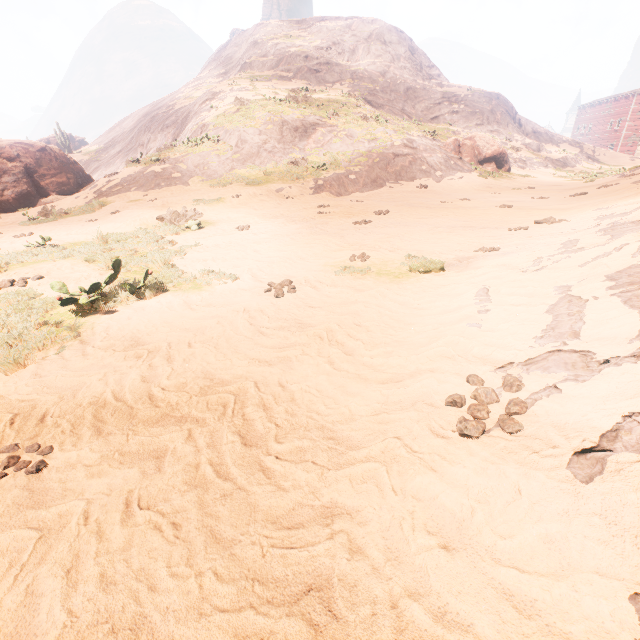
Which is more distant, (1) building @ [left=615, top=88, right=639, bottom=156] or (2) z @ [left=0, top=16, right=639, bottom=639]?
(1) building @ [left=615, top=88, right=639, bottom=156]

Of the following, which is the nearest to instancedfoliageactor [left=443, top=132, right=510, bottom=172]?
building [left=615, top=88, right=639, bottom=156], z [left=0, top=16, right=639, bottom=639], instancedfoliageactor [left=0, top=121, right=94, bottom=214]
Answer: z [left=0, top=16, right=639, bottom=639]

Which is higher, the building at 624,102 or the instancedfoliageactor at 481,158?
the building at 624,102

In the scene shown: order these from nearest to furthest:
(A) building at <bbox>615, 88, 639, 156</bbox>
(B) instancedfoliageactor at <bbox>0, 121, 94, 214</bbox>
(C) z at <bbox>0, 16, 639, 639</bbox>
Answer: (C) z at <bbox>0, 16, 639, 639</bbox>, (B) instancedfoliageactor at <bbox>0, 121, 94, 214</bbox>, (A) building at <bbox>615, 88, 639, 156</bbox>

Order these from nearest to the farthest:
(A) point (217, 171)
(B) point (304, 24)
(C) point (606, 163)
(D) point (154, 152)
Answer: (A) point (217, 171), (D) point (154, 152), (C) point (606, 163), (B) point (304, 24)

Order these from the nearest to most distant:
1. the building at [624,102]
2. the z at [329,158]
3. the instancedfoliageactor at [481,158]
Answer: the z at [329,158] → the instancedfoliageactor at [481,158] → the building at [624,102]

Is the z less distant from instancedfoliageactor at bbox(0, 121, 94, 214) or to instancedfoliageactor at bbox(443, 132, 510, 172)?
instancedfoliageactor at bbox(443, 132, 510, 172)

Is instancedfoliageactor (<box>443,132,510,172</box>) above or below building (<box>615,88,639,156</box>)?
below
